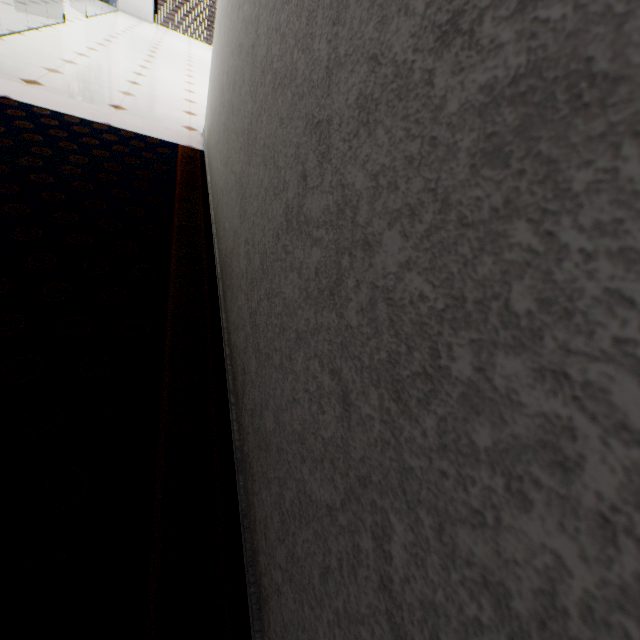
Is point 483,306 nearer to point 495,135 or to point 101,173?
Answer: point 495,135
